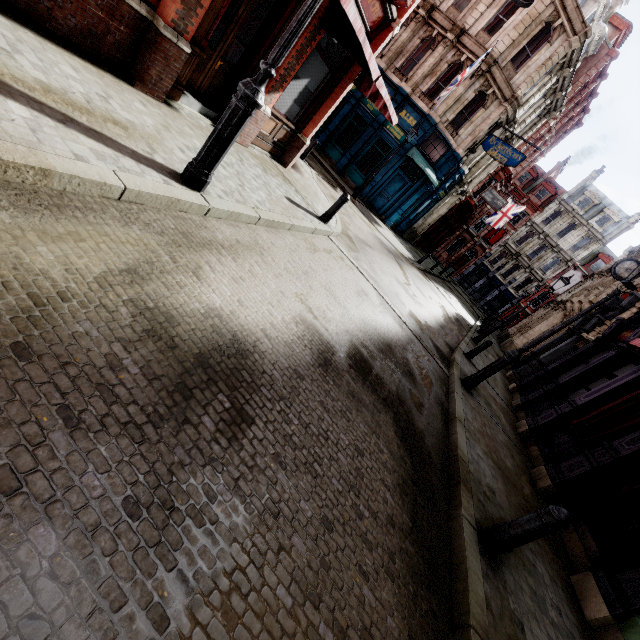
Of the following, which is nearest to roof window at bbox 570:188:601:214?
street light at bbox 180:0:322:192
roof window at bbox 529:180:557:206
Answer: roof window at bbox 529:180:557:206

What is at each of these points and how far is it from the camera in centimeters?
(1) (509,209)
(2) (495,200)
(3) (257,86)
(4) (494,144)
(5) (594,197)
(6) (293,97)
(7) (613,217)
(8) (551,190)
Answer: (1) flag, 3172cm
(2) sign, 2584cm
(3) street light, 366cm
(4) sign, 1880cm
(5) roof window, 4159cm
(6) sign, 827cm
(7) roof window, 4088cm
(8) roof window, 4372cm

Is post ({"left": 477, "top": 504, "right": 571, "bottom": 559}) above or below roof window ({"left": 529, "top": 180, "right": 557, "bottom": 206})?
below

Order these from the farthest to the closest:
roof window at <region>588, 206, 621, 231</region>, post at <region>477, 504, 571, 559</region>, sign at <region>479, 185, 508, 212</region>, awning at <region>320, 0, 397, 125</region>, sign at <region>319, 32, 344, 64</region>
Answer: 1. roof window at <region>588, 206, 621, 231</region>
2. sign at <region>479, 185, 508, 212</region>
3. sign at <region>319, 32, 344, 64</region>
4. awning at <region>320, 0, 397, 125</region>
5. post at <region>477, 504, 571, 559</region>

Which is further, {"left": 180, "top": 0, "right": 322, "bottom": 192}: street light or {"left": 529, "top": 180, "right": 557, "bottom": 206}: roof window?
{"left": 529, "top": 180, "right": 557, "bottom": 206}: roof window

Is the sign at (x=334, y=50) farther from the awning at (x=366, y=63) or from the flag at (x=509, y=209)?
the flag at (x=509, y=209)

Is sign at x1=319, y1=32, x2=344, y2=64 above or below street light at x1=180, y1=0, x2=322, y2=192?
above

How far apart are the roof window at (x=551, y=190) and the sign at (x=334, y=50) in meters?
47.8
